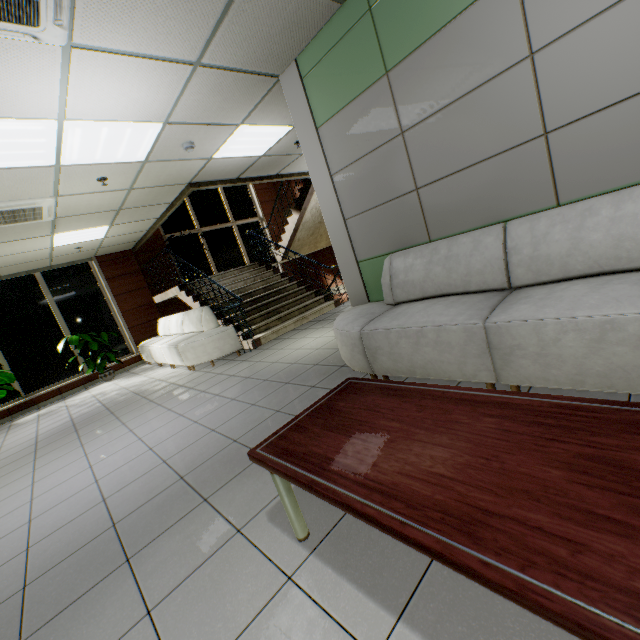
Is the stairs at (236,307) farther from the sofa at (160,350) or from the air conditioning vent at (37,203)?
the air conditioning vent at (37,203)

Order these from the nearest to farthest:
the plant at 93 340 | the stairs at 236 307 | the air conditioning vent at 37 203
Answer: the air conditioning vent at 37 203 → the stairs at 236 307 → the plant at 93 340

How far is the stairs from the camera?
6.83m

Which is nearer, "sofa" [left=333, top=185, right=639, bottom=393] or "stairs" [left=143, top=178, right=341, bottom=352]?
"sofa" [left=333, top=185, right=639, bottom=393]

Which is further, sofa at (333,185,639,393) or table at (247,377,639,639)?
sofa at (333,185,639,393)

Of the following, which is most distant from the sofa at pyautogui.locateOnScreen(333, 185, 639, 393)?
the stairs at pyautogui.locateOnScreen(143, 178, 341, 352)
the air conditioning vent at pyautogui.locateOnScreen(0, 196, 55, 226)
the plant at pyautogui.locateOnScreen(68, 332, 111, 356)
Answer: the plant at pyautogui.locateOnScreen(68, 332, 111, 356)

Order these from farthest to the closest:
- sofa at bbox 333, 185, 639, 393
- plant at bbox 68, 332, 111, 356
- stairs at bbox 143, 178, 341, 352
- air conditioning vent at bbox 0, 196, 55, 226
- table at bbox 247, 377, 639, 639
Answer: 1. plant at bbox 68, 332, 111, 356
2. stairs at bbox 143, 178, 341, 352
3. air conditioning vent at bbox 0, 196, 55, 226
4. sofa at bbox 333, 185, 639, 393
5. table at bbox 247, 377, 639, 639

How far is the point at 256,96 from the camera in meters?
3.8 m
